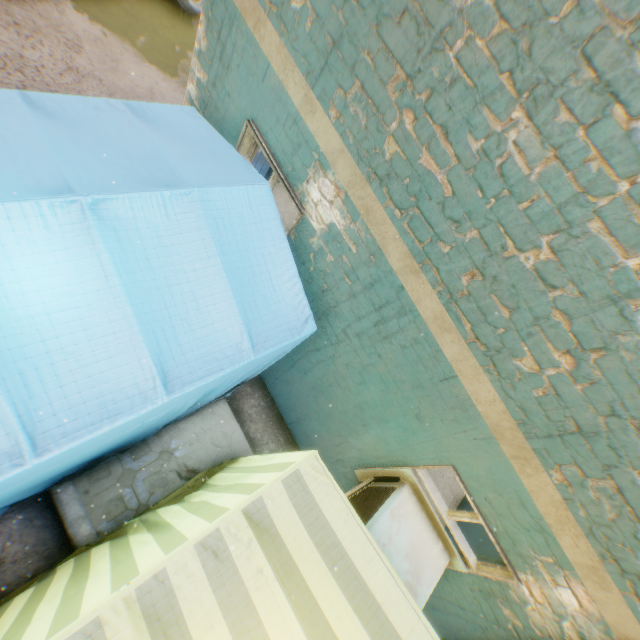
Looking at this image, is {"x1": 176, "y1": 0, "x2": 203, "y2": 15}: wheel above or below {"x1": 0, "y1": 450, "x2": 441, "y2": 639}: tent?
below

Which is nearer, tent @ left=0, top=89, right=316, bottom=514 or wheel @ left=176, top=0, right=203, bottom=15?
tent @ left=0, top=89, right=316, bottom=514

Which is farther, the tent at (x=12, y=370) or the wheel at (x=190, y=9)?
the wheel at (x=190, y=9)

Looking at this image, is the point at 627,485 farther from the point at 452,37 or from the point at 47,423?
the point at 47,423

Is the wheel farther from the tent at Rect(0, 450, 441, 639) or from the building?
the tent at Rect(0, 450, 441, 639)

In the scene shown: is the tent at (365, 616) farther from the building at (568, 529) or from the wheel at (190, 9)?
the wheel at (190, 9)
